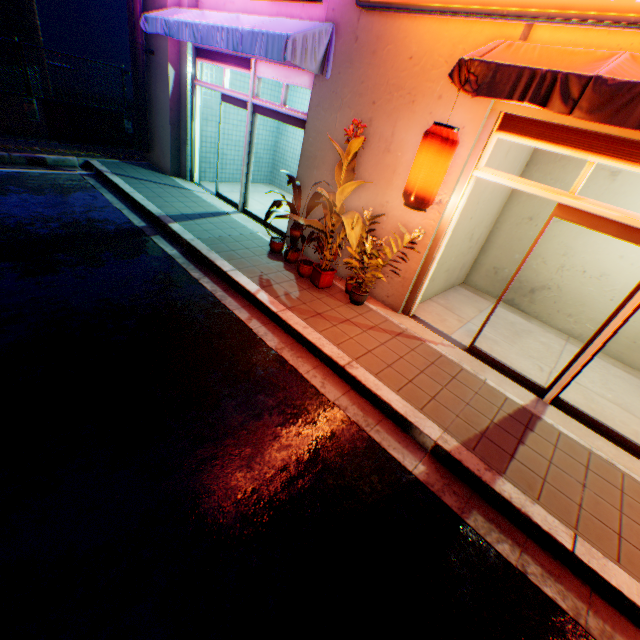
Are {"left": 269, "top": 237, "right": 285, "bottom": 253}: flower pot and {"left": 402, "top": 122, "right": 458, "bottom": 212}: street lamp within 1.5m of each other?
no

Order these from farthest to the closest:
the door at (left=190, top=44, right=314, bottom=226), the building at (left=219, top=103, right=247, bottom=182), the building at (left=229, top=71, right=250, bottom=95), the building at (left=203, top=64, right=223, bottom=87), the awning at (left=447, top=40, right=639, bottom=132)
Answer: the building at (left=219, top=103, right=247, bottom=182) → the building at (left=229, top=71, right=250, bottom=95) → the building at (left=203, top=64, right=223, bottom=87) → the door at (left=190, top=44, right=314, bottom=226) → the awning at (left=447, top=40, right=639, bottom=132)

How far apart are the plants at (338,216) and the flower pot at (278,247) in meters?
0.9

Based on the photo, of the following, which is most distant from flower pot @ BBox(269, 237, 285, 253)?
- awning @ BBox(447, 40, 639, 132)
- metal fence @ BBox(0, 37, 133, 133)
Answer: metal fence @ BBox(0, 37, 133, 133)

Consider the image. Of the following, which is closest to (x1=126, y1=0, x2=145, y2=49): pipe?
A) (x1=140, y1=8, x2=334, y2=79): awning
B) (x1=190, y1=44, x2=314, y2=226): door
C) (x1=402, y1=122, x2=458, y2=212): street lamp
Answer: (x1=140, y1=8, x2=334, y2=79): awning

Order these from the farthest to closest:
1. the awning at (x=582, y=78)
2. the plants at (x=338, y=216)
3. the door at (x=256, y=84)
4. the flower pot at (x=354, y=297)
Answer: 1. the door at (x=256, y=84)
2. the flower pot at (x=354, y=297)
3. the plants at (x=338, y=216)
4. the awning at (x=582, y=78)

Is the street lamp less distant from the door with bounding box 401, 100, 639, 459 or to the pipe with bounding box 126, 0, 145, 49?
the door with bounding box 401, 100, 639, 459

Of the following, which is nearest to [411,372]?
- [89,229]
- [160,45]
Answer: [89,229]
